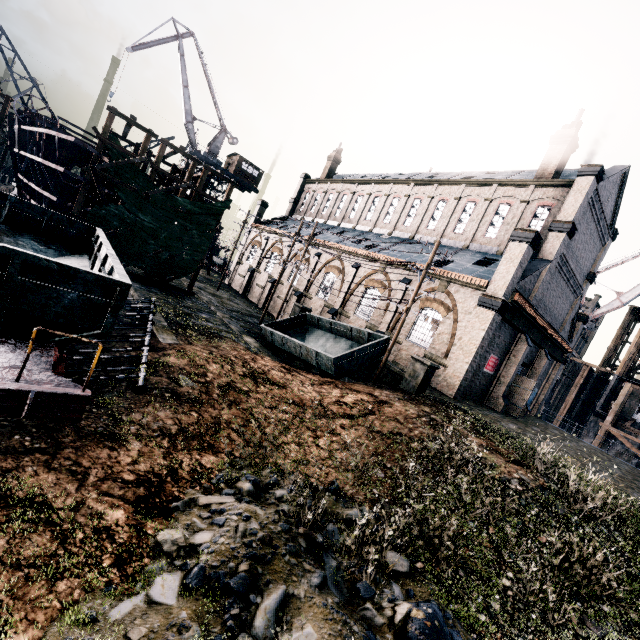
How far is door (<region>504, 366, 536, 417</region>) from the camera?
25.1 meters

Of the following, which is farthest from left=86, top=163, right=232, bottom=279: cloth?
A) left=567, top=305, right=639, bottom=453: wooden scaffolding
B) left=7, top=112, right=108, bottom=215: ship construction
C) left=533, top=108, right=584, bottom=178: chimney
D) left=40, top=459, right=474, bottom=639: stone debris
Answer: left=567, top=305, right=639, bottom=453: wooden scaffolding

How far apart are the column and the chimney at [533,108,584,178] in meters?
19.2

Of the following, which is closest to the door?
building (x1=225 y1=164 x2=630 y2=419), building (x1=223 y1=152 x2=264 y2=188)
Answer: building (x1=225 y1=164 x2=630 y2=419)

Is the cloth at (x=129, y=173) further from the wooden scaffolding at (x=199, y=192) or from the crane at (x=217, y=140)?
the crane at (x=217, y=140)

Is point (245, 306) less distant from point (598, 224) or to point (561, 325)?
point (561, 325)

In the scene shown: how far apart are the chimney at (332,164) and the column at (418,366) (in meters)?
37.80

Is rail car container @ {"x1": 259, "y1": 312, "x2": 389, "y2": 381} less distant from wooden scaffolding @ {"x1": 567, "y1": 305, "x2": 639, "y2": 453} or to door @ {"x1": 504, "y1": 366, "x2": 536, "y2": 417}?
door @ {"x1": 504, "y1": 366, "x2": 536, "y2": 417}
